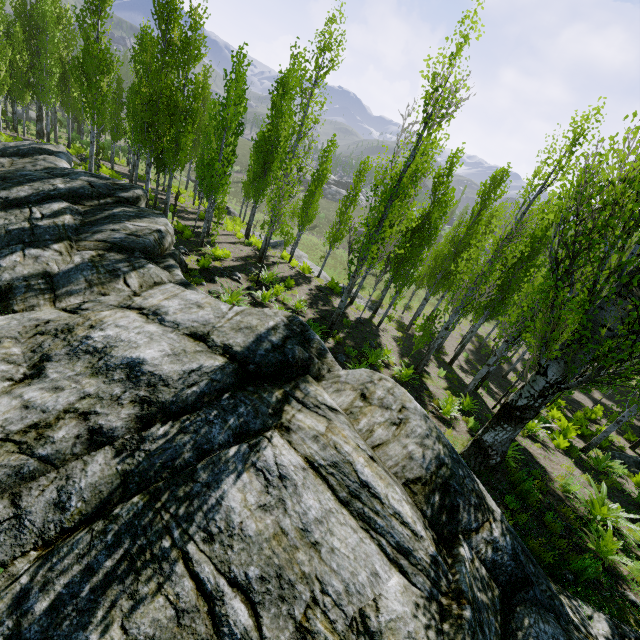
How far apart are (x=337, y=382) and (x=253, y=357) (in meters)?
1.75

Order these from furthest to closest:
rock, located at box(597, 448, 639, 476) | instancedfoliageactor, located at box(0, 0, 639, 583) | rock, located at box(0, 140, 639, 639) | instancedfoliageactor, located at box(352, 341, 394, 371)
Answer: rock, located at box(597, 448, 639, 476) < instancedfoliageactor, located at box(352, 341, 394, 371) < instancedfoliageactor, located at box(0, 0, 639, 583) < rock, located at box(0, 140, 639, 639)

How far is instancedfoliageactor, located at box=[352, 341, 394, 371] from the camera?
9.9 meters

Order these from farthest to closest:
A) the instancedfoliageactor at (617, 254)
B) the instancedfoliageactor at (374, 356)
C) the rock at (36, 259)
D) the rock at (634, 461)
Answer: the rock at (634, 461) → the instancedfoliageactor at (374, 356) → the instancedfoliageactor at (617, 254) → the rock at (36, 259)

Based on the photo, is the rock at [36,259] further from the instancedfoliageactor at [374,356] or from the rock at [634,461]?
the rock at [634,461]

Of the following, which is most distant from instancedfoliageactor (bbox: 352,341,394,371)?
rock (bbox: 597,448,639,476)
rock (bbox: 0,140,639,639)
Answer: rock (bbox: 597,448,639,476)
